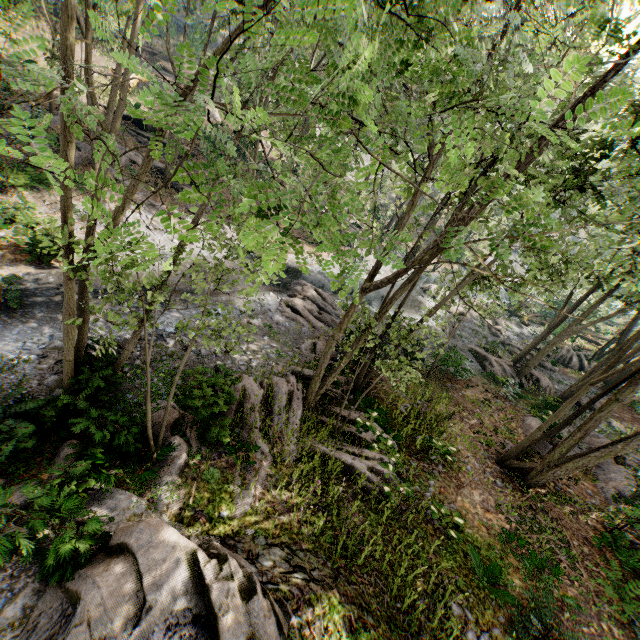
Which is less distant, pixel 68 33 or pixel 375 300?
pixel 68 33

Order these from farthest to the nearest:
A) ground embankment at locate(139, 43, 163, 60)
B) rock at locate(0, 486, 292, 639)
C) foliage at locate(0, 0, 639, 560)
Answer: ground embankment at locate(139, 43, 163, 60) < rock at locate(0, 486, 292, 639) < foliage at locate(0, 0, 639, 560)

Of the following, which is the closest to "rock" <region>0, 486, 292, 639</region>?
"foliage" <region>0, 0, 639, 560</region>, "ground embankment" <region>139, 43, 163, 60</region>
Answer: "foliage" <region>0, 0, 639, 560</region>

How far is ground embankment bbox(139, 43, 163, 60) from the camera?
34.31m

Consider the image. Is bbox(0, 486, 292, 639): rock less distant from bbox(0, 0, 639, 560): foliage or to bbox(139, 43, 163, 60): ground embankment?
bbox(0, 0, 639, 560): foliage

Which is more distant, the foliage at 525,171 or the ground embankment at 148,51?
the ground embankment at 148,51

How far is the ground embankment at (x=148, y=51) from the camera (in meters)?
34.31
